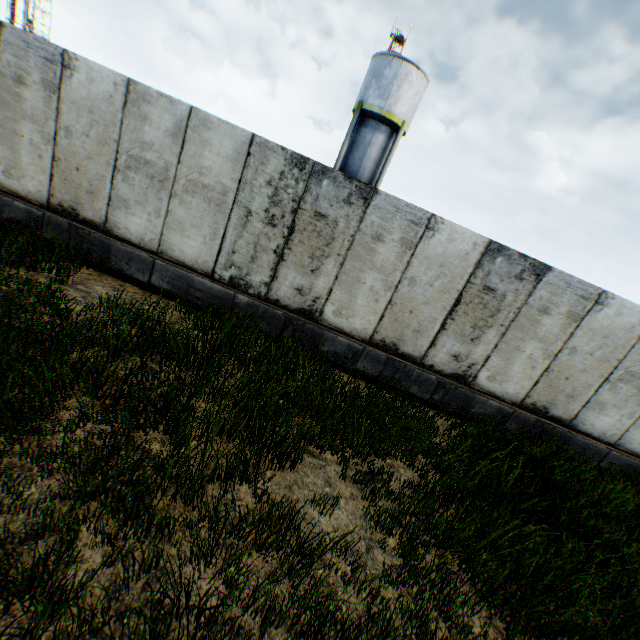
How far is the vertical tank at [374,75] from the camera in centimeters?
1994cm

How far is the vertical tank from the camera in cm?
1994

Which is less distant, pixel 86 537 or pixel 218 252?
pixel 86 537
